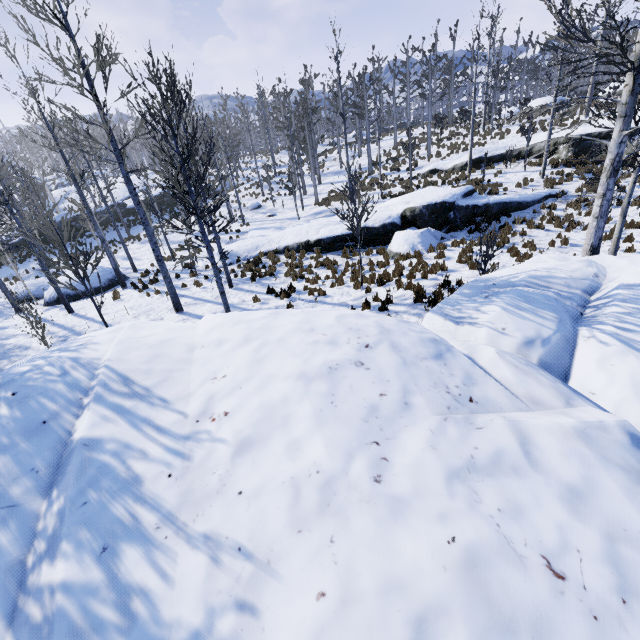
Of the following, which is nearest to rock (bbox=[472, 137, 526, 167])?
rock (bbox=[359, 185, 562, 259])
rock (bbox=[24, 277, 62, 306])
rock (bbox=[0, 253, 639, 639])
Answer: rock (bbox=[359, 185, 562, 259])

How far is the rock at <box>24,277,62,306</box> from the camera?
16.42m

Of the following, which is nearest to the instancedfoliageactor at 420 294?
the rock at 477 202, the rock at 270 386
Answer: the rock at 270 386

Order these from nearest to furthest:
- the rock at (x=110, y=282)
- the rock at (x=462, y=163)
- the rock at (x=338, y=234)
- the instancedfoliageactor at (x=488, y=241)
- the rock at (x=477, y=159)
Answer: the instancedfoliageactor at (x=488, y=241) → the rock at (x=338, y=234) → the rock at (x=110, y=282) → the rock at (x=477, y=159) → the rock at (x=462, y=163)

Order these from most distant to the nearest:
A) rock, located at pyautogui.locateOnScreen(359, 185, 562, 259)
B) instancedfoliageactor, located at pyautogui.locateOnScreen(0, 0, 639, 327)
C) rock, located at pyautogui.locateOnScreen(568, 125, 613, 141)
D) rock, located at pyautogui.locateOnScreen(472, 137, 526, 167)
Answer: rock, located at pyautogui.locateOnScreen(472, 137, 526, 167), rock, located at pyautogui.locateOnScreen(568, 125, 613, 141), rock, located at pyautogui.locateOnScreen(359, 185, 562, 259), instancedfoliageactor, located at pyautogui.locateOnScreen(0, 0, 639, 327)

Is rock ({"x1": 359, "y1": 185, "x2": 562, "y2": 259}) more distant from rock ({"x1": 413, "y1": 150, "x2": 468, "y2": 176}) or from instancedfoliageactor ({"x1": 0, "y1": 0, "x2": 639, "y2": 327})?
rock ({"x1": 413, "y1": 150, "x2": 468, "y2": 176})

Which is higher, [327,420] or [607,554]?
[327,420]

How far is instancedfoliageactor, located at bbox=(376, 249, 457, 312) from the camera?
9.2 meters
